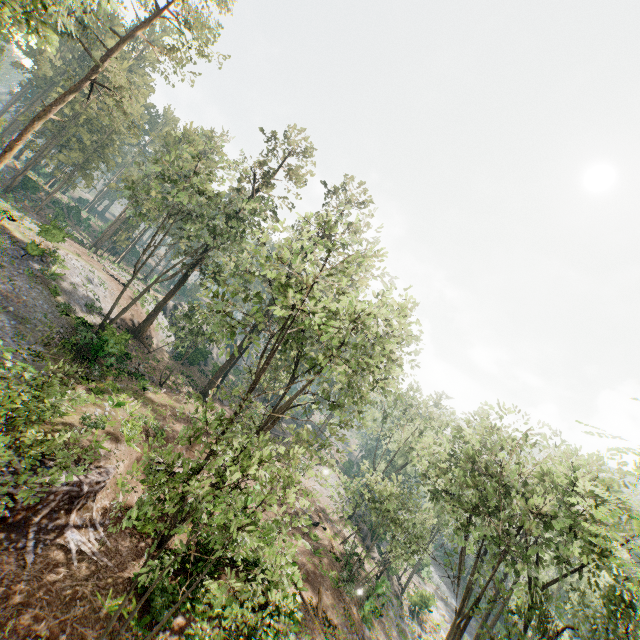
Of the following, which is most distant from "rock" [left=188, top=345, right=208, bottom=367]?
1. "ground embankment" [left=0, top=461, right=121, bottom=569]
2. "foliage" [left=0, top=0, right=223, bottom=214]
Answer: "ground embankment" [left=0, top=461, right=121, bottom=569]

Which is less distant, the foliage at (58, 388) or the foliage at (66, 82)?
the foliage at (58, 388)

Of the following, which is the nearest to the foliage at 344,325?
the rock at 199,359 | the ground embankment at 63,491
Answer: the rock at 199,359

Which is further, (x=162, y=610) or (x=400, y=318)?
(x=400, y=318)

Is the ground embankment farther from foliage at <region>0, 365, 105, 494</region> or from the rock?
the rock

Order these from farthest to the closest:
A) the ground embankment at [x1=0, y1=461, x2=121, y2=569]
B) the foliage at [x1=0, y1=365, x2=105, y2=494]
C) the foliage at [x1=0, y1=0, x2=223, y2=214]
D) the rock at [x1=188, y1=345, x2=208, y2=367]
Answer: the rock at [x1=188, y1=345, x2=208, y2=367], the foliage at [x1=0, y1=0, x2=223, y2=214], the ground embankment at [x1=0, y1=461, x2=121, y2=569], the foliage at [x1=0, y1=365, x2=105, y2=494]

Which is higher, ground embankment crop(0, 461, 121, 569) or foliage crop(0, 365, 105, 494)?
foliage crop(0, 365, 105, 494)
